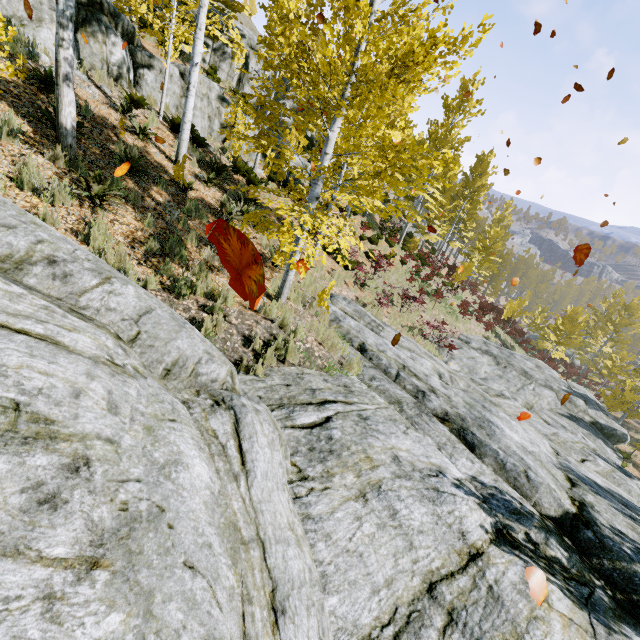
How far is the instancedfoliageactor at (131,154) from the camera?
7.19m

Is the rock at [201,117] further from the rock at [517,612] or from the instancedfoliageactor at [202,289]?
the rock at [517,612]

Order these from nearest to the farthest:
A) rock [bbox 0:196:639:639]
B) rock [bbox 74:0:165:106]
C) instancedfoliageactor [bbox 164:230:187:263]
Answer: rock [bbox 0:196:639:639] → instancedfoliageactor [bbox 164:230:187:263] → rock [bbox 74:0:165:106]

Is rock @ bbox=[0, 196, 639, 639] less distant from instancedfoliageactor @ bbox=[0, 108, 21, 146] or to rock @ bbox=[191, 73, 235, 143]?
instancedfoliageactor @ bbox=[0, 108, 21, 146]

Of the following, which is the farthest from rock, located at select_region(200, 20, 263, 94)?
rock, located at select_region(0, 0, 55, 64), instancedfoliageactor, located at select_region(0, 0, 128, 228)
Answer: rock, located at select_region(0, 0, 55, 64)

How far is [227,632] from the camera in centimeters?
170cm

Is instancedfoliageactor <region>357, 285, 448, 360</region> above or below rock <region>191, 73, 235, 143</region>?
below
